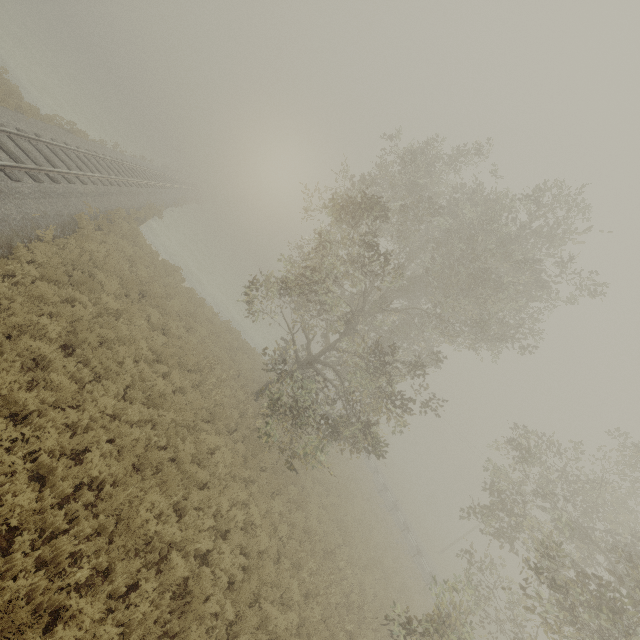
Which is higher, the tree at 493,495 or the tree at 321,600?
the tree at 493,495

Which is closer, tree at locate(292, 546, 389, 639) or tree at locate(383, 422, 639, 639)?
tree at locate(383, 422, 639, 639)

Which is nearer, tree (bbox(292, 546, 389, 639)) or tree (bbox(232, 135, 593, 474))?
tree (bbox(292, 546, 389, 639))

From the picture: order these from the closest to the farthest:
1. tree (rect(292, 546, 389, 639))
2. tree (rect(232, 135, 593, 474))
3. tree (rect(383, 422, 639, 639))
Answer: tree (rect(383, 422, 639, 639))
tree (rect(292, 546, 389, 639))
tree (rect(232, 135, 593, 474))

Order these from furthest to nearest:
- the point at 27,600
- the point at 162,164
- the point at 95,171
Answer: the point at 162,164 → the point at 95,171 → the point at 27,600

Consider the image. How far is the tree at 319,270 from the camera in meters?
12.3 m

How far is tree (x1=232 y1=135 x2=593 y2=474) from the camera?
12.3m

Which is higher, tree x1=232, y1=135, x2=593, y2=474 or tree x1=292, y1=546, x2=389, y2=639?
tree x1=232, y1=135, x2=593, y2=474
